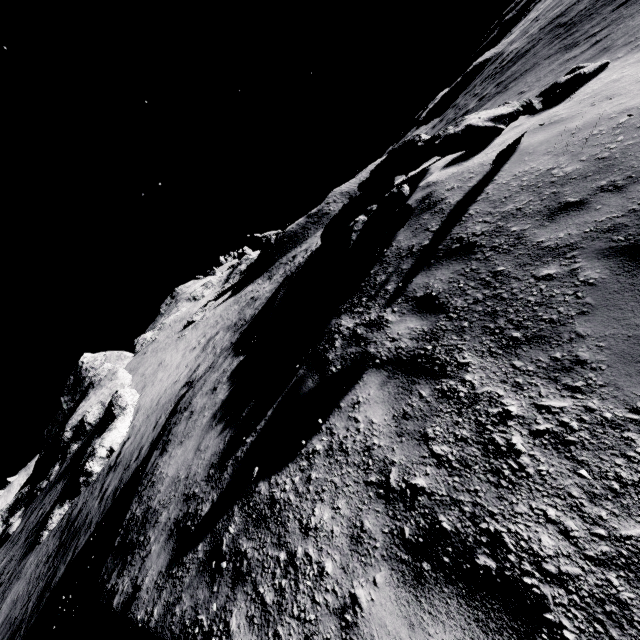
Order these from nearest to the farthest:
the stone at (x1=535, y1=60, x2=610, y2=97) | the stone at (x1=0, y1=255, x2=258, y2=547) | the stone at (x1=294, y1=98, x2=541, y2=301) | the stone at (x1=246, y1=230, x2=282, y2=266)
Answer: the stone at (x1=294, y1=98, x2=541, y2=301) → the stone at (x1=535, y1=60, x2=610, y2=97) → the stone at (x1=0, y1=255, x2=258, y2=547) → the stone at (x1=246, y1=230, x2=282, y2=266)

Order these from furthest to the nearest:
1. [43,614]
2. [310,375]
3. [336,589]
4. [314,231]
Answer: [314,231], [43,614], [310,375], [336,589]

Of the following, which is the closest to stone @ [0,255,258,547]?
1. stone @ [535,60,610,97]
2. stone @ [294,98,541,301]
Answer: stone @ [294,98,541,301]

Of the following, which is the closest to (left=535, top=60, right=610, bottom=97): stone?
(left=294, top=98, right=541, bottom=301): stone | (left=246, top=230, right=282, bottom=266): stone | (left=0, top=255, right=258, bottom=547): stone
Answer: (left=294, top=98, right=541, bottom=301): stone

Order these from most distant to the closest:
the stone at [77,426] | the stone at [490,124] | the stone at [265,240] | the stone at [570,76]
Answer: the stone at [265,240] < the stone at [77,426] < the stone at [570,76] < the stone at [490,124]

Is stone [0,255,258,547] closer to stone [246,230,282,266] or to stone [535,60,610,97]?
stone [246,230,282,266]

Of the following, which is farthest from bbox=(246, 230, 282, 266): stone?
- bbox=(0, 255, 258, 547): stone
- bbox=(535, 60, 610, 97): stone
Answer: bbox=(535, 60, 610, 97): stone

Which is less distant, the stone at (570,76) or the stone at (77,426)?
the stone at (570,76)
